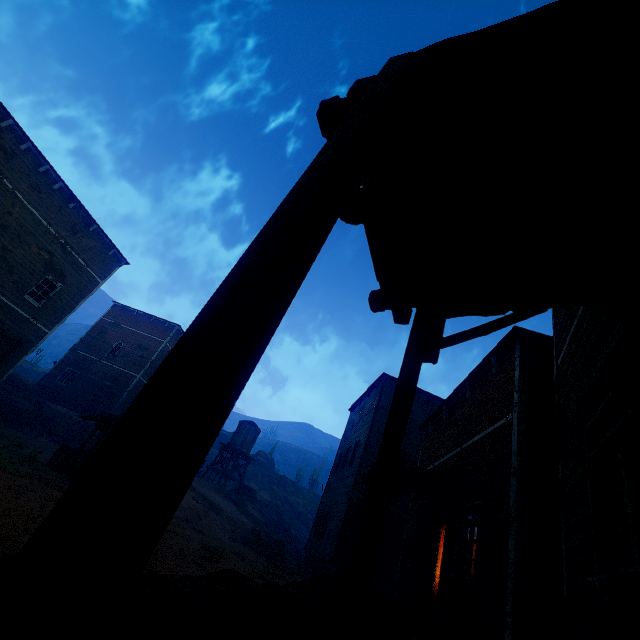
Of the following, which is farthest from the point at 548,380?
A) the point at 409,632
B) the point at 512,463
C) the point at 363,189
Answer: the point at 363,189

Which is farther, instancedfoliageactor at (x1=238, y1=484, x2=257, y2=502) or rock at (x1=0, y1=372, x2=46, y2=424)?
instancedfoliageactor at (x1=238, y1=484, x2=257, y2=502)

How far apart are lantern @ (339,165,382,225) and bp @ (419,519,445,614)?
10.66m

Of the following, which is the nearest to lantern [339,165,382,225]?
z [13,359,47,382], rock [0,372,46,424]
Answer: z [13,359,47,382]

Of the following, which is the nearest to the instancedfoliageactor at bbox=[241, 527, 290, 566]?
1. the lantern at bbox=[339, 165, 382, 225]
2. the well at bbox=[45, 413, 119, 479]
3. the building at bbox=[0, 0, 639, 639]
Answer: the building at bbox=[0, 0, 639, 639]

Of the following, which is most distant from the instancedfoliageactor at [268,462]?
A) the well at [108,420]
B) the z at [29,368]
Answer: the well at [108,420]

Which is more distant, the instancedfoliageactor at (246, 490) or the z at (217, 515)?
the instancedfoliageactor at (246, 490)

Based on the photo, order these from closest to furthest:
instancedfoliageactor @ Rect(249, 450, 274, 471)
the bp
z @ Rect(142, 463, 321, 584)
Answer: z @ Rect(142, 463, 321, 584) < the bp < instancedfoliageactor @ Rect(249, 450, 274, 471)
